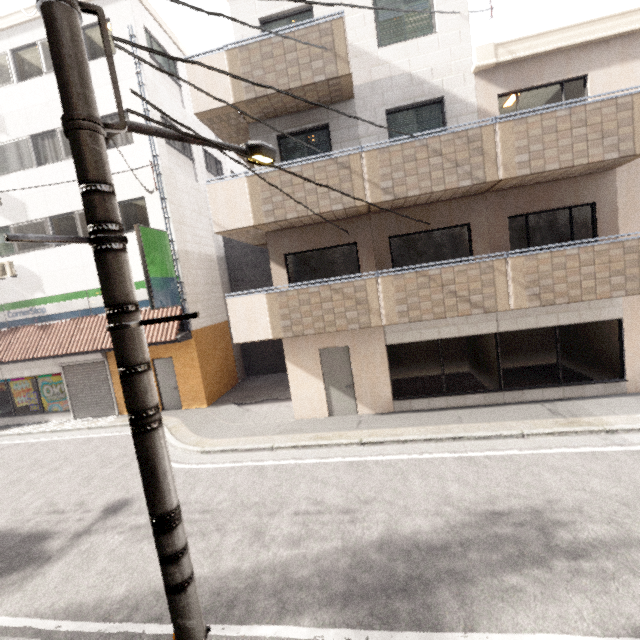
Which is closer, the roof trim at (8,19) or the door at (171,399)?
the roof trim at (8,19)

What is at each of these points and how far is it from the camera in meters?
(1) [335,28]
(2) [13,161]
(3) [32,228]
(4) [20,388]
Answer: (1) balcony, 7.4 m
(2) window, 12.2 m
(3) window, 12.4 m
(4) sign, 13.6 m

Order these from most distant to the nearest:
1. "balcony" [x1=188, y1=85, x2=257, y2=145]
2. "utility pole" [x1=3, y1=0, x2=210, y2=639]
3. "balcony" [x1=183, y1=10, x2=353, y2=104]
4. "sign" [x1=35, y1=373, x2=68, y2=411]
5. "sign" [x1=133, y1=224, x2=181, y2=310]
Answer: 1. "sign" [x1=35, y1=373, x2=68, y2=411]
2. "sign" [x1=133, y1=224, x2=181, y2=310]
3. "balcony" [x1=188, y1=85, x2=257, y2=145]
4. "balcony" [x1=183, y1=10, x2=353, y2=104]
5. "utility pole" [x1=3, y1=0, x2=210, y2=639]

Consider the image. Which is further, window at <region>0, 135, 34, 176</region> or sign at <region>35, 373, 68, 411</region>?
sign at <region>35, 373, 68, 411</region>

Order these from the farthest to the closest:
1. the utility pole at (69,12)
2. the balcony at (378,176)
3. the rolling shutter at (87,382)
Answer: the rolling shutter at (87,382), the balcony at (378,176), the utility pole at (69,12)

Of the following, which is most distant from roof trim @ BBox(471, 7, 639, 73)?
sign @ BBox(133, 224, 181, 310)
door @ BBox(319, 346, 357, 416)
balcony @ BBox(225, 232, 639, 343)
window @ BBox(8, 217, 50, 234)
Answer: window @ BBox(8, 217, 50, 234)

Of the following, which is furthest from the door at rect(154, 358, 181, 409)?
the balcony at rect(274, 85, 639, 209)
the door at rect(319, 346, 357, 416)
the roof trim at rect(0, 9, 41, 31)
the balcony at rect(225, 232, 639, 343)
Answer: the roof trim at rect(0, 9, 41, 31)

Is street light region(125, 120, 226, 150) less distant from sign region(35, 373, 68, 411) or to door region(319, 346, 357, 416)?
door region(319, 346, 357, 416)
